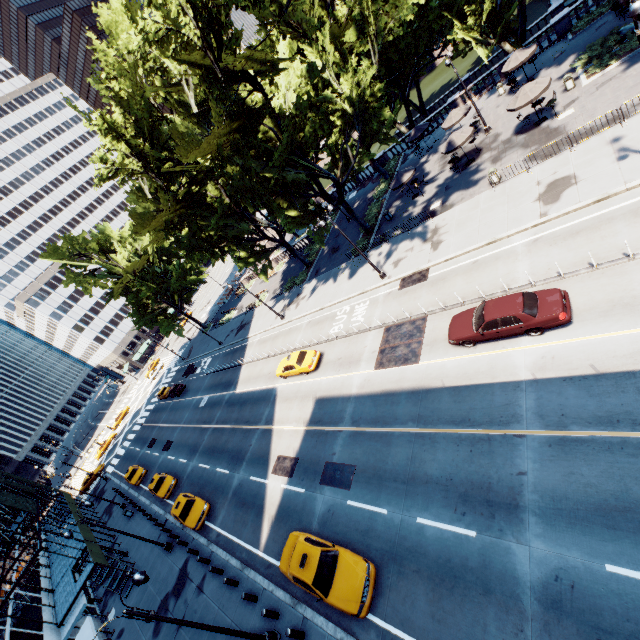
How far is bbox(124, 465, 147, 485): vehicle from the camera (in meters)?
37.19

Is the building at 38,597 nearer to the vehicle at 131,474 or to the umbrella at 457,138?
the vehicle at 131,474

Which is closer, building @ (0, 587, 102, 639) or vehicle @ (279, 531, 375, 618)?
vehicle @ (279, 531, 375, 618)

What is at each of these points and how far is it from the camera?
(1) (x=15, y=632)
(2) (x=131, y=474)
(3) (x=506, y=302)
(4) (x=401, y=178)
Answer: (1) building, 19.78m
(2) vehicle, 38.41m
(3) vehicle, 14.46m
(4) umbrella, 29.72m

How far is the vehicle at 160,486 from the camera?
29.70m

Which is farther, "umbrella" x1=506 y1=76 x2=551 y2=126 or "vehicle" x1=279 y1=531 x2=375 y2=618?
"umbrella" x1=506 y1=76 x2=551 y2=126

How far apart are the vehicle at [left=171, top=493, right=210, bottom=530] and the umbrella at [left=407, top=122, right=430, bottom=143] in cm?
3951

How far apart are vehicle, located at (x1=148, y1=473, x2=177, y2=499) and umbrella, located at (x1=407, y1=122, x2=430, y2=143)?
42.2m
